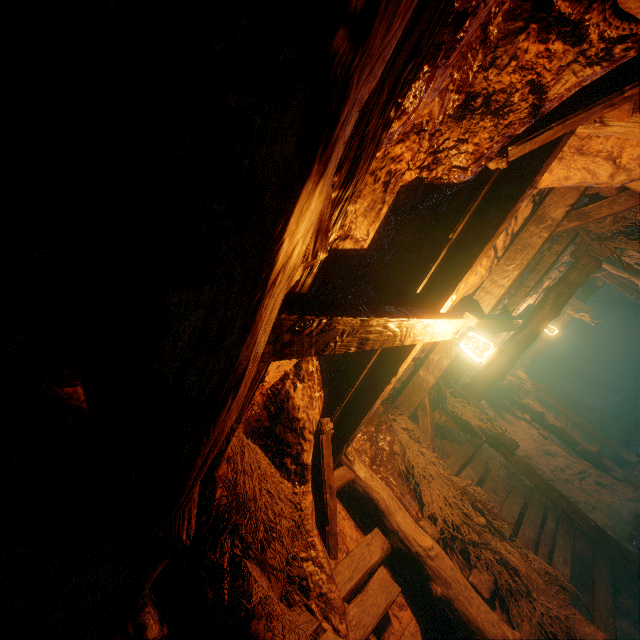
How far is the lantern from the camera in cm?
301

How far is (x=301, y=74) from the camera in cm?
46

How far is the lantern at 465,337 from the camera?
3.0 meters

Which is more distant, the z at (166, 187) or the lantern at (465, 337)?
the lantern at (465, 337)

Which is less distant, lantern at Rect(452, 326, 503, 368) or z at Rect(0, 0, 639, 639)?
z at Rect(0, 0, 639, 639)
